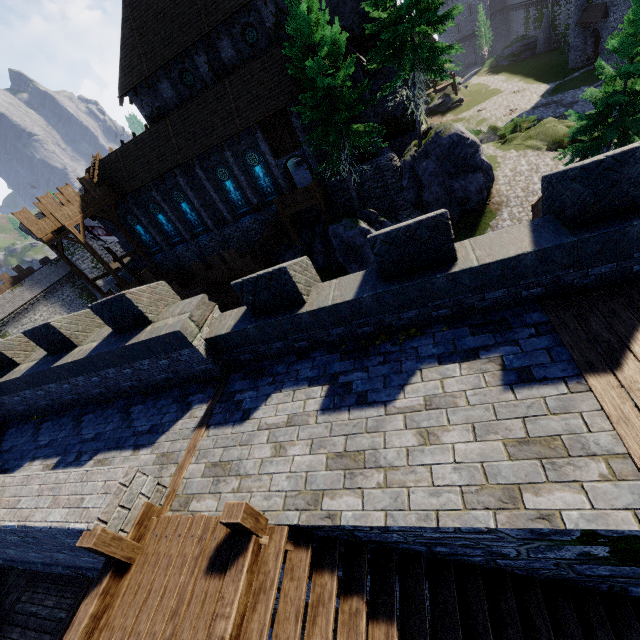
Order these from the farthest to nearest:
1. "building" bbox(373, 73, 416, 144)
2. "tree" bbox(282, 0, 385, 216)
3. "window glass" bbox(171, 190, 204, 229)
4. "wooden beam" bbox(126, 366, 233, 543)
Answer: "window glass" bbox(171, 190, 204, 229), "building" bbox(373, 73, 416, 144), "tree" bbox(282, 0, 385, 216), "wooden beam" bbox(126, 366, 233, 543)

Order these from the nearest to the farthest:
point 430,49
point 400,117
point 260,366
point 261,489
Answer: point 261,489, point 260,366, point 430,49, point 400,117

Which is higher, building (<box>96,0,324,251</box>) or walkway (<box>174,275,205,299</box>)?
building (<box>96,0,324,251</box>)

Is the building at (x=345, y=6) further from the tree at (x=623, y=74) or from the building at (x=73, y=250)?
the building at (x=73, y=250)

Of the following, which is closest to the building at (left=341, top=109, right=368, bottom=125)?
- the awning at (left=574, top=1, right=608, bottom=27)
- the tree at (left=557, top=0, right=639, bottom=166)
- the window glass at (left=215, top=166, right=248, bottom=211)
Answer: the window glass at (left=215, top=166, right=248, bottom=211)

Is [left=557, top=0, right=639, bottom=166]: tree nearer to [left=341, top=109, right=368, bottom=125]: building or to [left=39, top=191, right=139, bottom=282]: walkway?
[left=341, top=109, right=368, bottom=125]: building

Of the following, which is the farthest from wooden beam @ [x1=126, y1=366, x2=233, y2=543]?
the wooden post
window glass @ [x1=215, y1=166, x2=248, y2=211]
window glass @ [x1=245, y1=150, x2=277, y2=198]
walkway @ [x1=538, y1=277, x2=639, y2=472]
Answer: window glass @ [x1=215, y1=166, x2=248, y2=211]

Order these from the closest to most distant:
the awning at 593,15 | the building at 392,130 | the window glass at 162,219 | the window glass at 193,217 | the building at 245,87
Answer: the building at 245,87 → the building at 392,130 → the window glass at 193,217 → the window glass at 162,219 → the awning at 593,15
